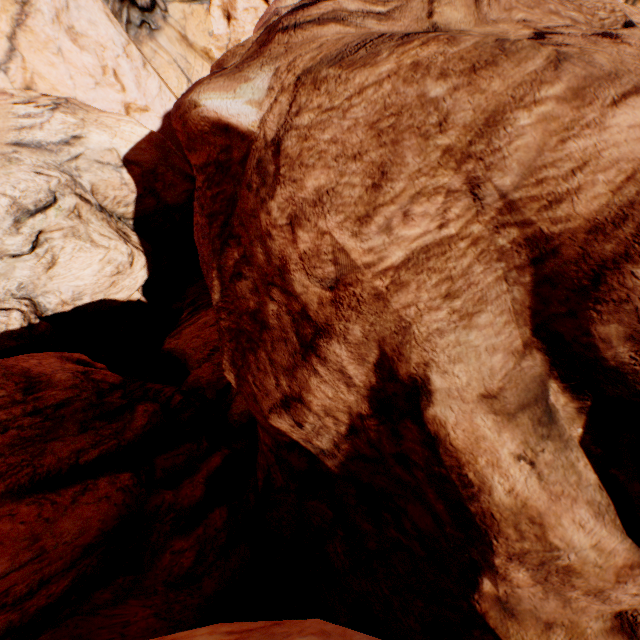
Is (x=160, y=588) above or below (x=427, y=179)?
below
